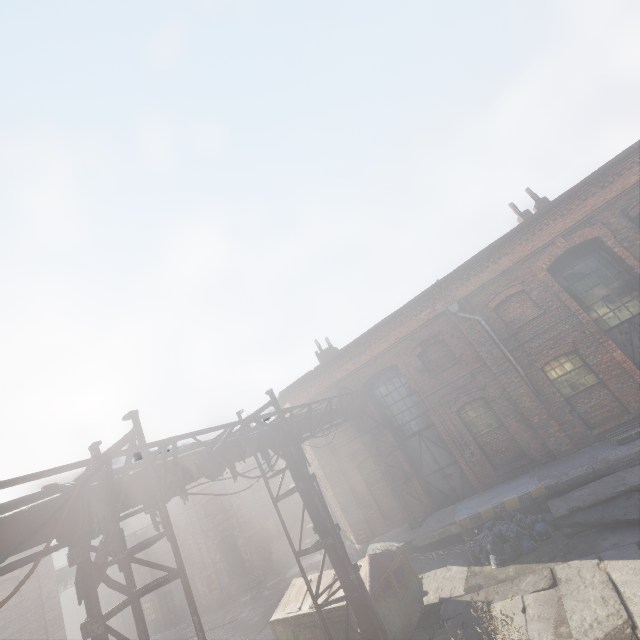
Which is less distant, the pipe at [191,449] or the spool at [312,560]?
the pipe at [191,449]

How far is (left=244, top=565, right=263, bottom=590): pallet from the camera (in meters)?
20.67

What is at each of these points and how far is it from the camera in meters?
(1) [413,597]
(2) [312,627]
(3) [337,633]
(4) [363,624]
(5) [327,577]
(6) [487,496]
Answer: (1) trash container, 9.0 m
(2) trash container, 9.2 m
(3) trash container, 8.7 m
(4) pipe, 7.4 m
(5) trash container, 10.0 m
(6) building, 11.3 m

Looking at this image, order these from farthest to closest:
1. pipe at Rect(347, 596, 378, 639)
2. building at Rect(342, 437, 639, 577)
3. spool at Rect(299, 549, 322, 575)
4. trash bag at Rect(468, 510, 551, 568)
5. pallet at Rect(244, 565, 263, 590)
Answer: pallet at Rect(244, 565, 263, 590)
spool at Rect(299, 549, 322, 575)
building at Rect(342, 437, 639, 577)
trash bag at Rect(468, 510, 551, 568)
pipe at Rect(347, 596, 378, 639)

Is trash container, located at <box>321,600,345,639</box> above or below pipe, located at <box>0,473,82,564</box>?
below

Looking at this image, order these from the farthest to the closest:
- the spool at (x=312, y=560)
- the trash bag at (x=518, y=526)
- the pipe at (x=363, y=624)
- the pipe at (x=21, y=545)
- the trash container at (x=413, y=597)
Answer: the spool at (x=312, y=560), the trash bag at (x=518, y=526), the trash container at (x=413, y=597), the pipe at (x=363, y=624), the pipe at (x=21, y=545)

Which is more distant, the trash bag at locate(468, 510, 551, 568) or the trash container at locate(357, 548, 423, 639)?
the trash bag at locate(468, 510, 551, 568)

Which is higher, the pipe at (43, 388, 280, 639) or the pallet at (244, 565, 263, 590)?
the pipe at (43, 388, 280, 639)
